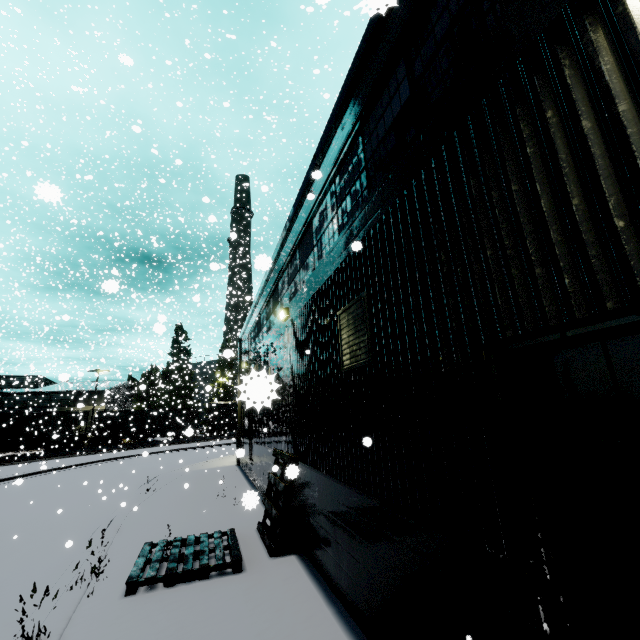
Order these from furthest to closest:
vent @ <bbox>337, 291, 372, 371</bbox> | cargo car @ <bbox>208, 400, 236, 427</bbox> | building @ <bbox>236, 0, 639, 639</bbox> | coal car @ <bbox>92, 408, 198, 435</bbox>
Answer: cargo car @ <bbox>208, 400, 236, 427</bbox>
coal car @ <bbox>92, 408, 198, 435</bbox>
vent @ <bbox>337, 291, 372, 371</bbox>
building @ <bbox>236, 0, 639, 639</bbox>

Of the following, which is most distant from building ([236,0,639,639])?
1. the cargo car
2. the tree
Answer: the tree

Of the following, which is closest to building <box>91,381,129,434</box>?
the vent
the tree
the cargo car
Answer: the vent

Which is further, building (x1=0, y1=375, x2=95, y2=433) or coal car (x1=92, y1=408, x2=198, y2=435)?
building (x1=0, y1=375, x2=95, y2=433)

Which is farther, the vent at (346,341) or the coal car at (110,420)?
the coal car at (110,420)

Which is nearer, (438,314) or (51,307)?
(438,314)

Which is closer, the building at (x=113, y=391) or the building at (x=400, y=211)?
the building at (x=400, y=211)

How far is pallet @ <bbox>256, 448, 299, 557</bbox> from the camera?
6.6m
